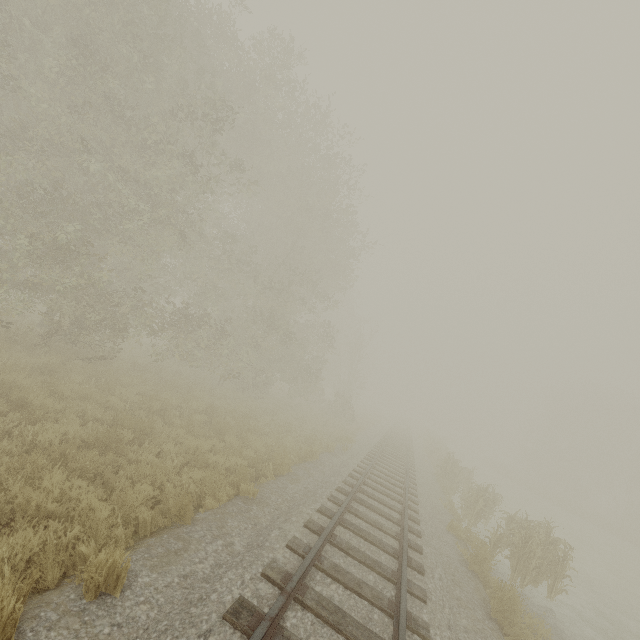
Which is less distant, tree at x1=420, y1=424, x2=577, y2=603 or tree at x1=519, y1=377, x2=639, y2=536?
tree at x1=420, y1=424, x2=577, y2=603

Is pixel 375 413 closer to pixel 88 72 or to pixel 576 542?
pixel 576 542

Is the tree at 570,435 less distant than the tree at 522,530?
No

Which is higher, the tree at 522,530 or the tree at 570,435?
the tree at 570,435

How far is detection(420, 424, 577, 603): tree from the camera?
10.02m

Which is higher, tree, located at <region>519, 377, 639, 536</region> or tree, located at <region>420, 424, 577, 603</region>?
tree, located at <region>519, 377, 639, 536</region>
